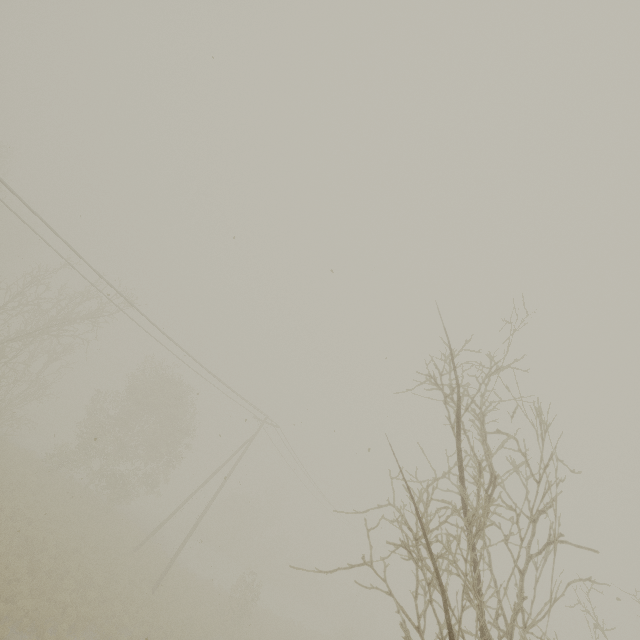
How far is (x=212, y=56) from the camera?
4.74m
